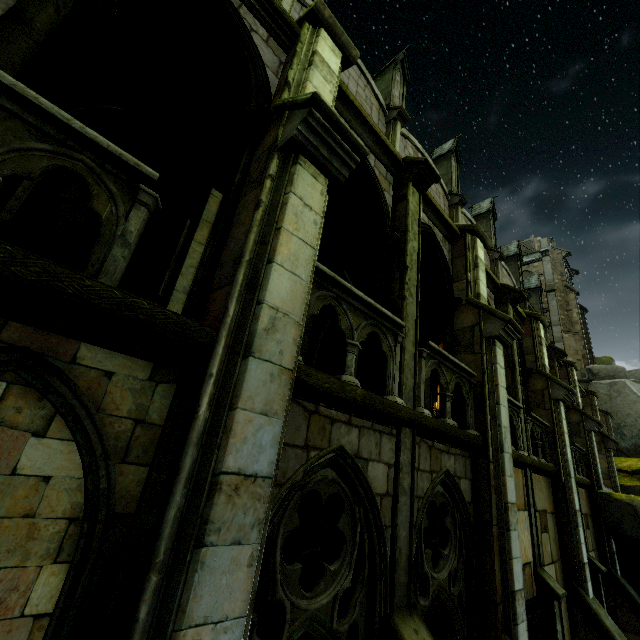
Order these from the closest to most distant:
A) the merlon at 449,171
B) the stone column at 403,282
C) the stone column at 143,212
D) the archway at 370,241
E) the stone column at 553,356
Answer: the stone column at 143,212
the stone column at 403,282
the archway at 370,241
the stone column at 553,356
the merlon at 449,171

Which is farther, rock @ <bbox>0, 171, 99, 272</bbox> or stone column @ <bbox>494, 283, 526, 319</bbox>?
stone column @ <bbox>494, 283, 526, 319</bbox>

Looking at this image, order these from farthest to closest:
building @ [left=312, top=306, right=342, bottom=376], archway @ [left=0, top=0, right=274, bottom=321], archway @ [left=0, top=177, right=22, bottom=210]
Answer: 1. building @ [left=312, top=306, right=342, bottom=376]
2. archway @ [left=0, top=177, right=22, bottom=210]
3. archway @ [left=0, top=0, right=274, bottom=321]

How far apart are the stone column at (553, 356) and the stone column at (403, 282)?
11.2 meters

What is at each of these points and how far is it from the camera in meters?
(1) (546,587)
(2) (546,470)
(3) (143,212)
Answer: (1) stone column, 7.3 m
(2) wall trim, 9.3 m
(3) stone column, 2.9 m

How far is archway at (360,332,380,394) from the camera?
5.2m

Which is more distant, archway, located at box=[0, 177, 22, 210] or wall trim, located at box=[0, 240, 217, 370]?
archway, located at box=[0, 177, 22, 210]

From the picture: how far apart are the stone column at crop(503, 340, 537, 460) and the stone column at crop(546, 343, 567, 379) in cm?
514
